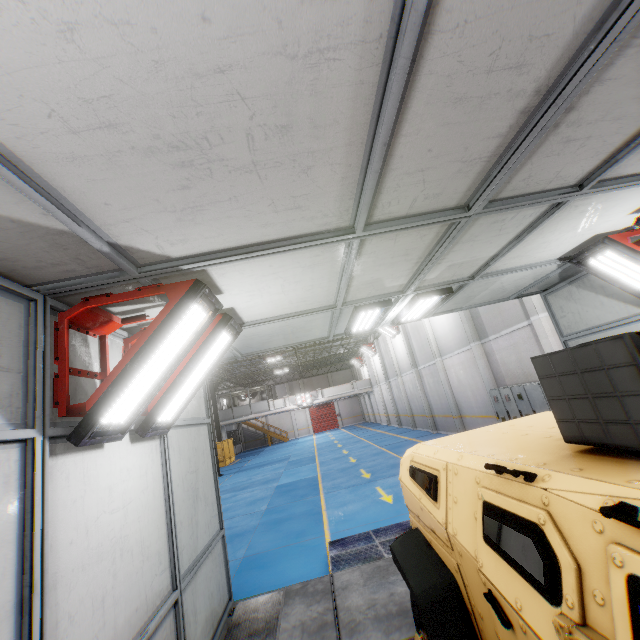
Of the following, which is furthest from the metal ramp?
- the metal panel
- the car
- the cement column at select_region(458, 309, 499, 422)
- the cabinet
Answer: the metal panel

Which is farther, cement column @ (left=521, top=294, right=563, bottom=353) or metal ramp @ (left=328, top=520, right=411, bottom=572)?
cement column @ (left=521, top=294, right=563, bottom=353)

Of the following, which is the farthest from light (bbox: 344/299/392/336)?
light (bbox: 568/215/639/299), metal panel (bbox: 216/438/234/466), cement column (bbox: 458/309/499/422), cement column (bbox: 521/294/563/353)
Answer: metal panel (bbox: 216/438/234/466)

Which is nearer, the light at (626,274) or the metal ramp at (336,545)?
the light at (626,274)

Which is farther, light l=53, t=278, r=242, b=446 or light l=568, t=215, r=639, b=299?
light l=568, t=215, r=639, b=299

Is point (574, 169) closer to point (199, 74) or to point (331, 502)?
point (199, 74)

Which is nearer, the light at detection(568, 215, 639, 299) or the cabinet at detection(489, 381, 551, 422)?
the light at detection(568, 215, 639, 299)

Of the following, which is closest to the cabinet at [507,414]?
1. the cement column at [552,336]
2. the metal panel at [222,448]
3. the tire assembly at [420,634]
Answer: the cement column at [552,336]
